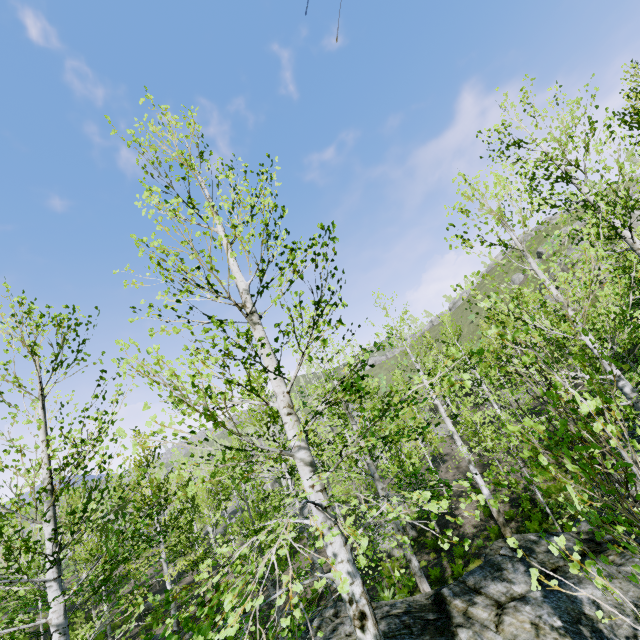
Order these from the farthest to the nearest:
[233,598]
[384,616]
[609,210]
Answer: [384,616] → [609,210] → [233,598]

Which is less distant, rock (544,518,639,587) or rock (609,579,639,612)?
rock (609,579,639,612)

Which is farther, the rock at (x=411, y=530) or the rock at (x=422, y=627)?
the rock at (x=411, y=530)

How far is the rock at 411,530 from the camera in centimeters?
1877cm

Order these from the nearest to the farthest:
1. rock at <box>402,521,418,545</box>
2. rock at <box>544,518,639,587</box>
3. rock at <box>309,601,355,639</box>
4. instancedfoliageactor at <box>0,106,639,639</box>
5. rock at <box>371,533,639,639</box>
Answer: instancedfoliageactor at <box>0,106,639,639</box> → rock at <box>371,533,639,639</box> → rock at <box>544,518,639,587</box> → rock at <box>309,601,355,639</box> → rock at <box>402,521,418,545</box>

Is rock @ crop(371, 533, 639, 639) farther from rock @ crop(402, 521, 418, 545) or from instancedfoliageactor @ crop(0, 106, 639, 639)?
rock @ crop(402, 521, 418, 545)

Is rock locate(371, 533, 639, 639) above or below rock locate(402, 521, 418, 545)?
above

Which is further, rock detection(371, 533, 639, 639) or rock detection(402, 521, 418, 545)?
rock detection(402, 521, 418, 545)
